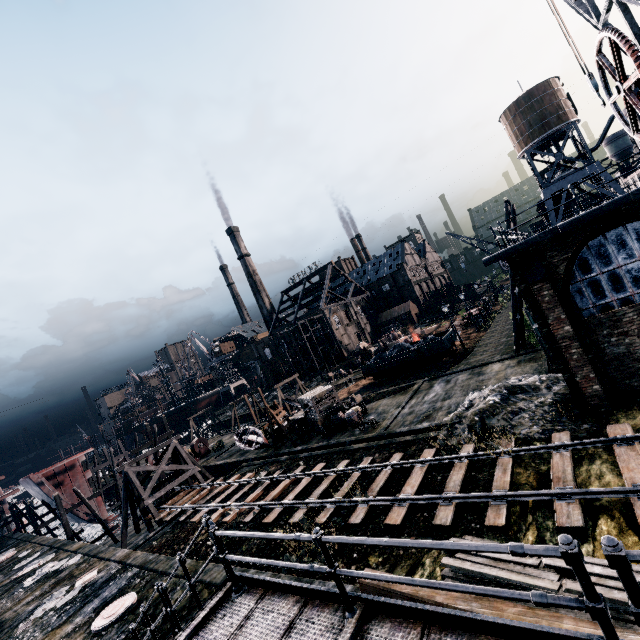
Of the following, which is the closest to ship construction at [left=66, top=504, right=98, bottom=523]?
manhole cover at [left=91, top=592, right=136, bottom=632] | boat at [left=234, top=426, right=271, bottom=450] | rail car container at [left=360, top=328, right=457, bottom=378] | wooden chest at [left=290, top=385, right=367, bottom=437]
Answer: boat at [left=234, top=426, right=271, bottom=450]

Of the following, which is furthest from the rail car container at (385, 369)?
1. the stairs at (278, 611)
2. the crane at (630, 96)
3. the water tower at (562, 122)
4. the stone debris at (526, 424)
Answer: the stairs at (278, 611)

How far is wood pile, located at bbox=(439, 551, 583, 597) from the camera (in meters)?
7.12

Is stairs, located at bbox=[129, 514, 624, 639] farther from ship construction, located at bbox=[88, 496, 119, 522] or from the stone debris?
ship construction, located at bbox=[88, 496, 119, 522]

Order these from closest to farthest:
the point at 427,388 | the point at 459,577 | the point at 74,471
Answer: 1. the point at 459,577
2. the point at 427,388
3. the point at 74,471

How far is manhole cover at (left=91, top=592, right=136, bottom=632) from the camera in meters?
13.5

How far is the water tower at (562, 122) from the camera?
38.4m

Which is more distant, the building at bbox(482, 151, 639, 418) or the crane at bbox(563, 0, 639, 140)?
the building at bbox(482, 151, 639, 418)
